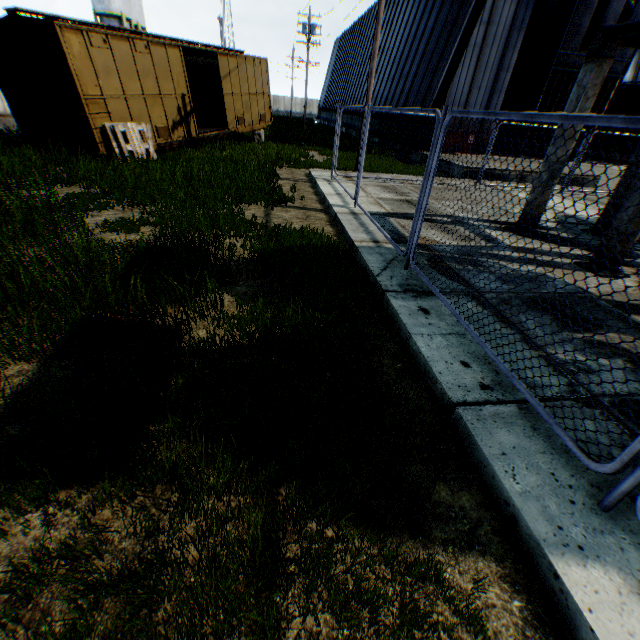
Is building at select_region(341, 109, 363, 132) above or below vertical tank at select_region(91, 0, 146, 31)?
below

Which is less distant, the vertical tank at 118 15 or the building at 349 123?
the building at 349 123

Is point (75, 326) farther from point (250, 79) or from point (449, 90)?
point (449, 90)

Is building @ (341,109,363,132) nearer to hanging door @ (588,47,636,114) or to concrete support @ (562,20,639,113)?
hanging door @ (588,47,636,114)

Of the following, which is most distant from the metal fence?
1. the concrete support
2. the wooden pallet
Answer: the wooden pallet

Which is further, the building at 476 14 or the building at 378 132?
the building at 378 132

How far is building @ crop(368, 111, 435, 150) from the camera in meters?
18.4 m
